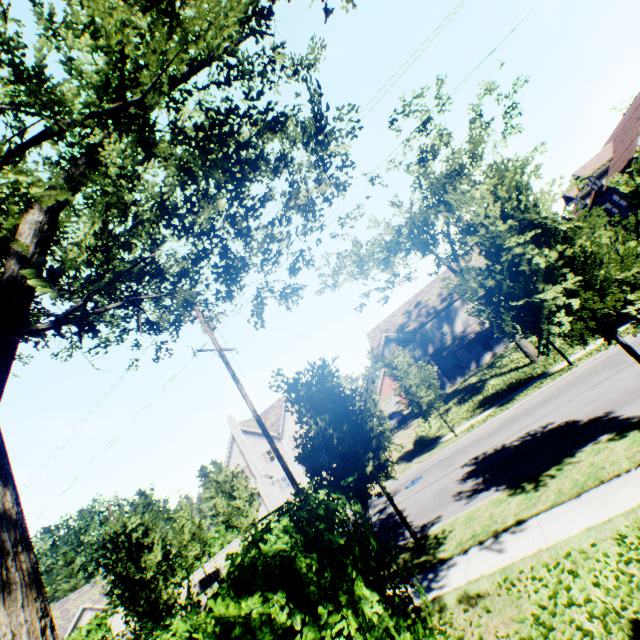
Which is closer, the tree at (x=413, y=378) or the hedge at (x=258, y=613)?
the hedge at (x=258, y=613)

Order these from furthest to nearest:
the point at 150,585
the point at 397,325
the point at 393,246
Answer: the point at 397,325, the point at 393,246, the point at 150,585

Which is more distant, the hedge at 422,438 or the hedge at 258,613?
the hedge at 422,438

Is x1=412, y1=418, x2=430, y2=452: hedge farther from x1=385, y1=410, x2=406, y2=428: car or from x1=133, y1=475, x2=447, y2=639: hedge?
x1=133, y1=475, x2=447, y2=639: hedge

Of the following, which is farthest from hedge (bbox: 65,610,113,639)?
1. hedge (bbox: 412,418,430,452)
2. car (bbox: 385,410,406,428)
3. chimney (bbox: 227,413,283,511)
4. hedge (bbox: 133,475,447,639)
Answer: hedge (bbox: 133,475,447,639)

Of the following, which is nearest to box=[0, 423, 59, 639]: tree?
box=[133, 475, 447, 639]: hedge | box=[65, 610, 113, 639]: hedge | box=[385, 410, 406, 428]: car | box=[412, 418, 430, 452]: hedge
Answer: box=[133, 475, 447, 639]: hedge

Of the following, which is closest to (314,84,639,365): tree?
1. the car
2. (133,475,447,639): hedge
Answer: (133,475,447,639): hedge

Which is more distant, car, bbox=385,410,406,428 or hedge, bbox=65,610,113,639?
car, bbox=385,410,406,428
